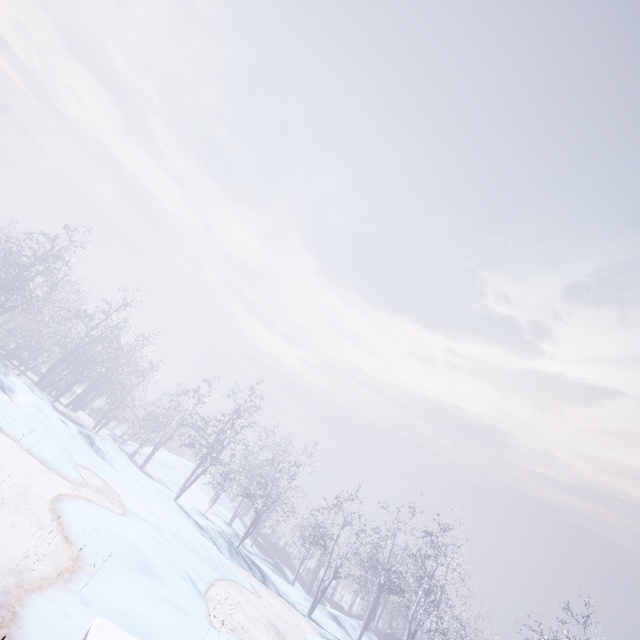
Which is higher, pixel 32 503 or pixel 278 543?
pixel 278 543
